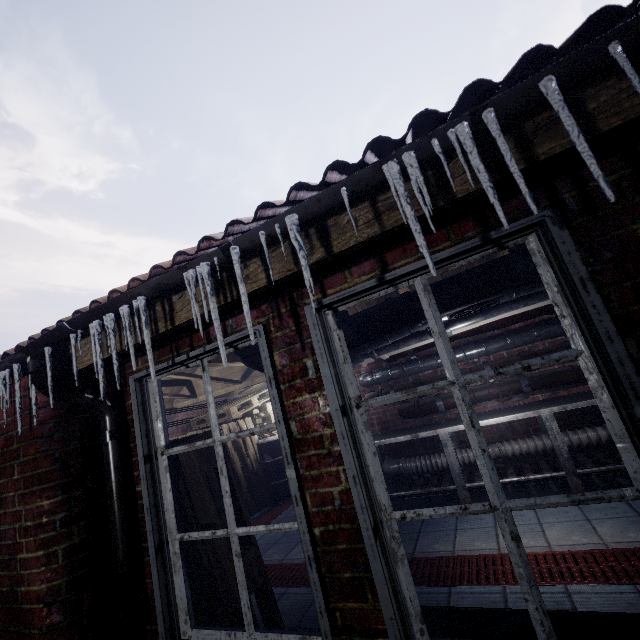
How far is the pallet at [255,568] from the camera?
1.68m

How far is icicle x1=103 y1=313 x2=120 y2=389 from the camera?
1.3 meters

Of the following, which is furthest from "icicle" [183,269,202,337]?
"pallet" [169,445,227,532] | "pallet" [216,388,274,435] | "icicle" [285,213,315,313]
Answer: "pallet" [216,388,274,435]

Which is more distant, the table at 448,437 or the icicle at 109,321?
the table at 448,437

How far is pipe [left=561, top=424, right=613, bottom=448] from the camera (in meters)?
3.21

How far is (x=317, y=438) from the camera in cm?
126

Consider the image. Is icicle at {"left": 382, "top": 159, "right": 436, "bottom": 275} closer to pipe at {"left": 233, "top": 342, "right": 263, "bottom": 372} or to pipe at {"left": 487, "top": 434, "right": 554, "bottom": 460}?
pipe at {"left": 233, "top": 342, "right": 263, "bottom": 372}

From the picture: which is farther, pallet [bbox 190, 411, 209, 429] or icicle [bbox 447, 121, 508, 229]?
pallet [bbox 190, 411, 209, 429]
